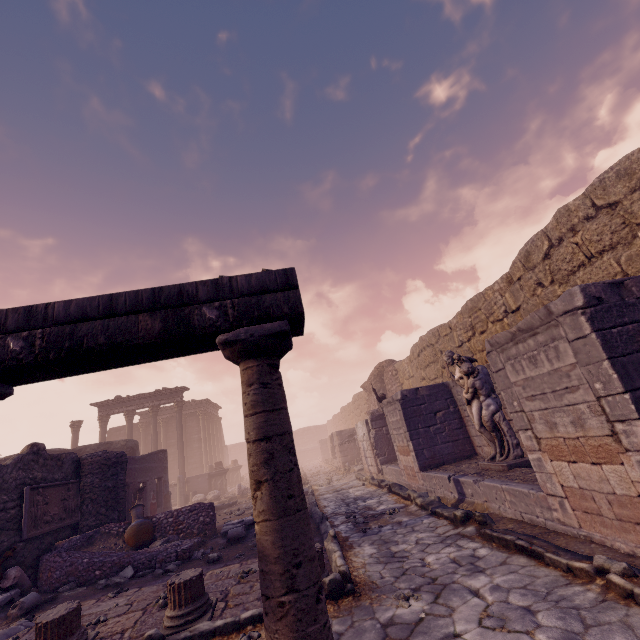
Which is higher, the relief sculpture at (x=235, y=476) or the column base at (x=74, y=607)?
the relief sculpture at (x=235, y=476)

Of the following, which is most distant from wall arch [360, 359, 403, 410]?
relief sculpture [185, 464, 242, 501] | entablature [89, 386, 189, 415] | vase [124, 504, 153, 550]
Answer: entablature [89, 386, 189, 415]

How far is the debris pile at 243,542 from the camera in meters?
7.5

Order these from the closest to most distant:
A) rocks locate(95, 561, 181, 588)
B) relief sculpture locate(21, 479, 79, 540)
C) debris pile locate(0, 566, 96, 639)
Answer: debris pile locate(0, 566, 96, 639)
rocks locate(95, 561, 181, 588)
relief sculpture locate(21, 479, 79, 540)

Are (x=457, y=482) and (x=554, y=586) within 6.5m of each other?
yes

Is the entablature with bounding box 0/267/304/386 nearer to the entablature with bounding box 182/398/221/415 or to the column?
the column

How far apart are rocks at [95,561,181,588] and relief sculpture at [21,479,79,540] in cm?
212

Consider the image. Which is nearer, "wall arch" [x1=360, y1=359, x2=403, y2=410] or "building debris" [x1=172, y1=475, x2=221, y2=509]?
"wall arch" [x1=360, y1=359, x2=403, y2=410]
